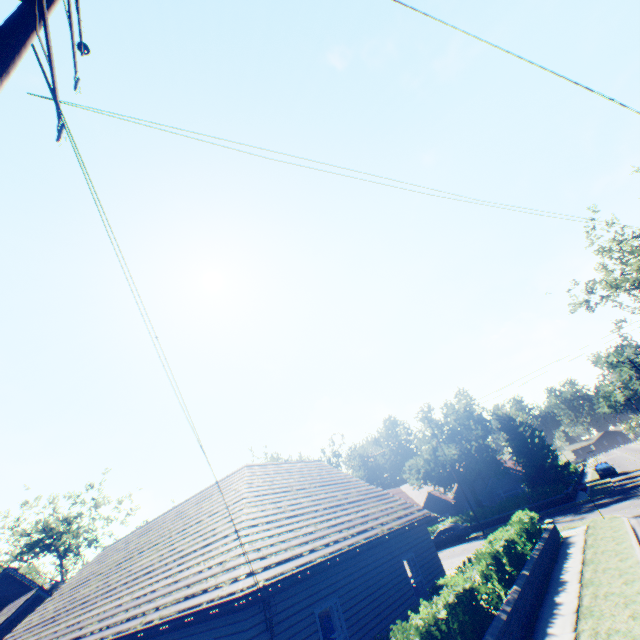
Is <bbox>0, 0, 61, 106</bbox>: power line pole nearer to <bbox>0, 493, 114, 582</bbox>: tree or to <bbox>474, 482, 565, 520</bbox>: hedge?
<bbox>0, 493, 114, 582</bbox>: tree

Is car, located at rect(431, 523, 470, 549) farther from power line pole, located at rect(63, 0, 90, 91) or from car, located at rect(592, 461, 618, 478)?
power line pole, located at rect(63, 0, 90, 91)

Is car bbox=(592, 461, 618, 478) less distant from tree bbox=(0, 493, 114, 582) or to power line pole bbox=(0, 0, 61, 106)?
tree bbox=(0, 493, 114, 582)

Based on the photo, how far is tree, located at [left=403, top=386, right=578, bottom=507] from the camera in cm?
3441

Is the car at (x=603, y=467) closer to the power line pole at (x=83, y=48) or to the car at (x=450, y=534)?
the car at (x=450, y=534)

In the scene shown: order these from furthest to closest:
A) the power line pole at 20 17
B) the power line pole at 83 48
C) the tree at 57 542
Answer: the tree at 57 542 → the power line pole at 83 48 → the power line pole at 20 17

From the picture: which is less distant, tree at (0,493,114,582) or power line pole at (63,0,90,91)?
power line pole at (63,0,90,91)

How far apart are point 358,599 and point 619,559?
10.50m
